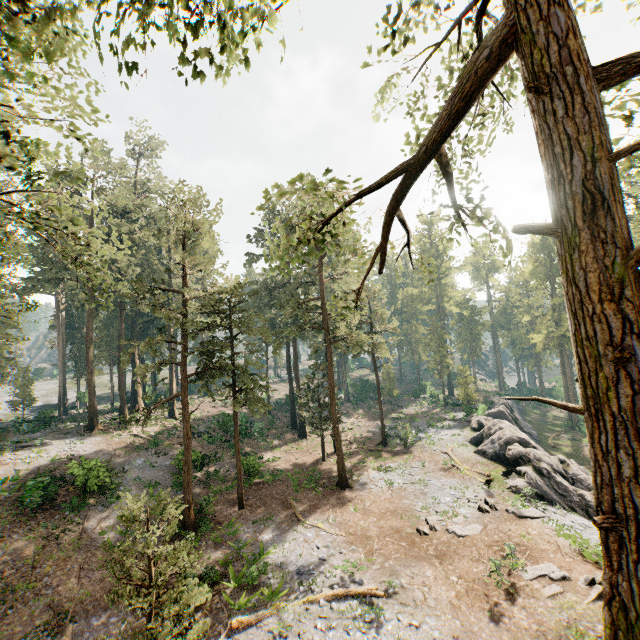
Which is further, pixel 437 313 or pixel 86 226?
pixel 437 313

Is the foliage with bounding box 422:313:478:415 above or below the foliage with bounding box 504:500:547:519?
above

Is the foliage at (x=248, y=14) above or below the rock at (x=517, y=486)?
above

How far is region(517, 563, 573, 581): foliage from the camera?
14.32m

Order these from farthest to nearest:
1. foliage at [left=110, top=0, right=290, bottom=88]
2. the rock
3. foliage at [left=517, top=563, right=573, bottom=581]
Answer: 1. the rock
2. foliage at [left=517, top=563, right=573, bottom=581]
3. foliage at [left=110, top=0, right=290, bottom=88]

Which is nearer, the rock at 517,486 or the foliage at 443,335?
the rock at 517,486
